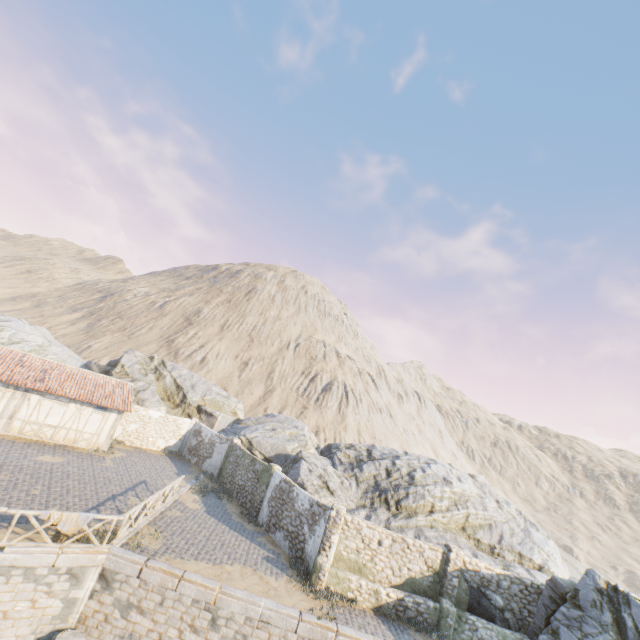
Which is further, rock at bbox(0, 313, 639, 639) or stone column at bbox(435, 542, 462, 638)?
stone column at bbox(435, 542, 462, 638)

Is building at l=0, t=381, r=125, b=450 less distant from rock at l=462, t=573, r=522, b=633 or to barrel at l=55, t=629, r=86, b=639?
rock at l=462, t=573, r=522, b=633

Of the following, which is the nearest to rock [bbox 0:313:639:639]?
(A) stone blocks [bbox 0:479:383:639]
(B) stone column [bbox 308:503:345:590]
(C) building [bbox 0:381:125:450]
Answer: (A) stone blocks [bbox 0:479:383:639]

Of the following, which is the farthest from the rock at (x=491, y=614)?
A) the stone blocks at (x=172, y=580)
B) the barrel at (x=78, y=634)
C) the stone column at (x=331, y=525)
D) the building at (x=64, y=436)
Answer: the barrel at (x=78, y=634)

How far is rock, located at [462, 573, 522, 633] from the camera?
14.8 meters

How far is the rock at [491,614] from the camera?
14.8 meters

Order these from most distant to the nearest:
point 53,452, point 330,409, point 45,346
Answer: point 330,409 < point 45,346 < point 53,452

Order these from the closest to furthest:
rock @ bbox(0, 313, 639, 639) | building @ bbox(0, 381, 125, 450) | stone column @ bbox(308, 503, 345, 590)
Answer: rock @ bbox(0, 313, 639, 639)
stone column @ bbox(308, 503, 345, 590)
building @ bbox(0, 381, 125, 450)
